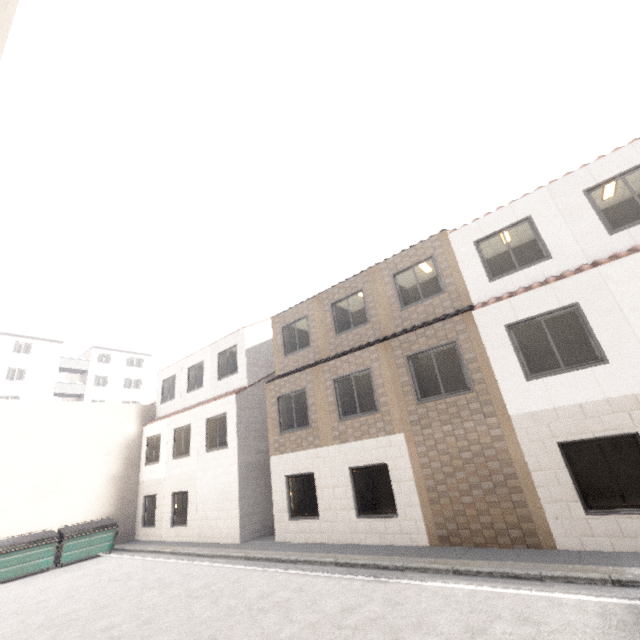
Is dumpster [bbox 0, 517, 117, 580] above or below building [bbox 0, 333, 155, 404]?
below

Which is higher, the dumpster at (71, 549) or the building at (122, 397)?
the building at (122, 397)

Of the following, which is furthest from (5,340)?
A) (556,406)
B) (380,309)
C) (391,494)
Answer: (556,406)

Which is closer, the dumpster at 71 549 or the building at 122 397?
the dumpster at 71 549

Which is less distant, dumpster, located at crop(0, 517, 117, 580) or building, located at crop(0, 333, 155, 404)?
dumpster, located at crop(0, 517, 117, 580)
